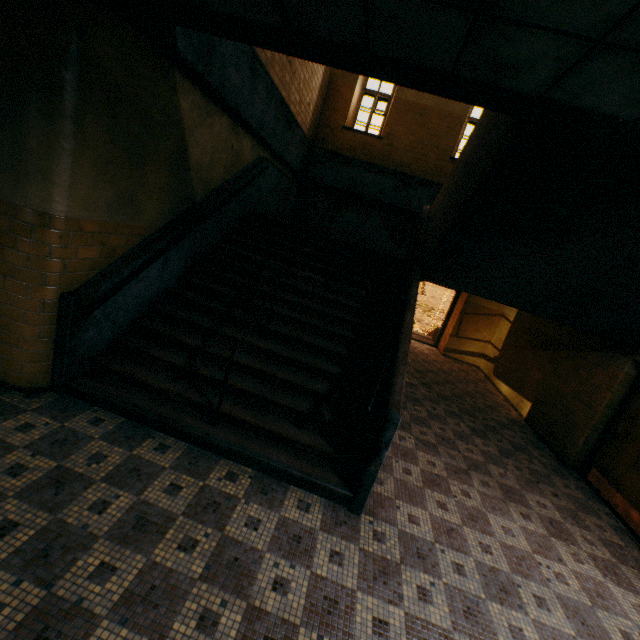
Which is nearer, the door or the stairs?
the stairs

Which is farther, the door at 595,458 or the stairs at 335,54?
the door at 595,458

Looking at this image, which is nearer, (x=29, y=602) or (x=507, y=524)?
(x=29, y=602)
